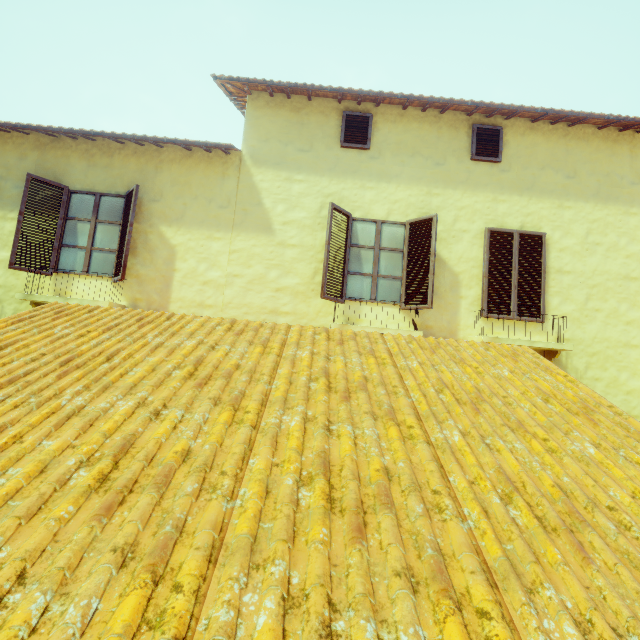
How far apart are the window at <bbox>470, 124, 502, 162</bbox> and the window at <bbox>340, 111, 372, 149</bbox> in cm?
190

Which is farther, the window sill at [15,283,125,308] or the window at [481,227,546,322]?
the window at [481,227,546,322]

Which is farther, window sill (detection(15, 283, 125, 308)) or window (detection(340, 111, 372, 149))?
window (detection(340, 111, 372, 149))

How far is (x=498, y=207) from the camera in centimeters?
601cm

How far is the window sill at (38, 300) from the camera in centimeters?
520cm

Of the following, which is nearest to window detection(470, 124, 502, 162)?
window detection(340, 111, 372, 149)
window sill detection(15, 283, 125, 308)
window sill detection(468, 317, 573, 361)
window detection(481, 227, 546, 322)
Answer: window detection(481, 227, 546, 322)

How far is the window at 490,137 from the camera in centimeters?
604cm

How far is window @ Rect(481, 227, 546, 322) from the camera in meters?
5.7
